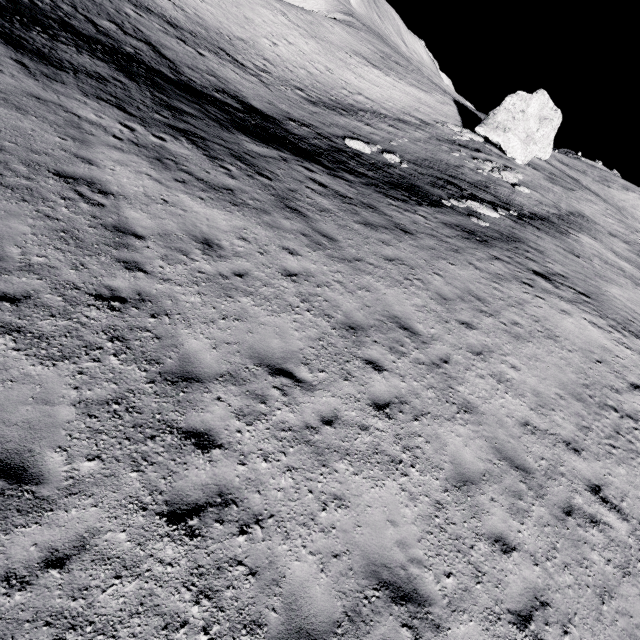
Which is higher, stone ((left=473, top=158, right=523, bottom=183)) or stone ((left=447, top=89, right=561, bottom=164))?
stone ((left=447, top=89, right=561, bottom=164))

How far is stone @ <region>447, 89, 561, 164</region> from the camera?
34.3 meters

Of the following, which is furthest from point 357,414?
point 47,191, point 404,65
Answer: point 404,65

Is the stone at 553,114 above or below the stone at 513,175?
above

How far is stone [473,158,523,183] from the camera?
27.2m

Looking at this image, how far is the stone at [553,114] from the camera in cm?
3431

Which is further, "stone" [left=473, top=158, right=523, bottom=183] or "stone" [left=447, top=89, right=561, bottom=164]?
"stone" [left=447, top=89, right=561, bottom=164]
